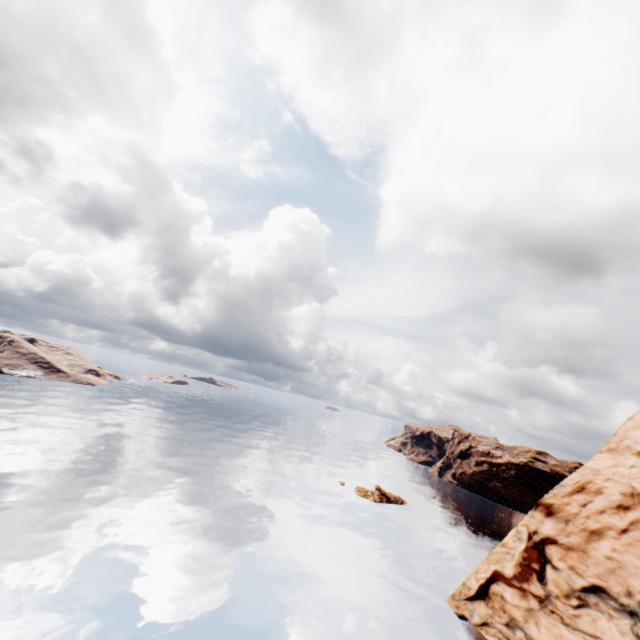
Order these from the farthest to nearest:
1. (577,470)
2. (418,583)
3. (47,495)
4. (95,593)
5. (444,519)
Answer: (444,519) < (577,470) < (418,583) < (47,495) < (95,593)
